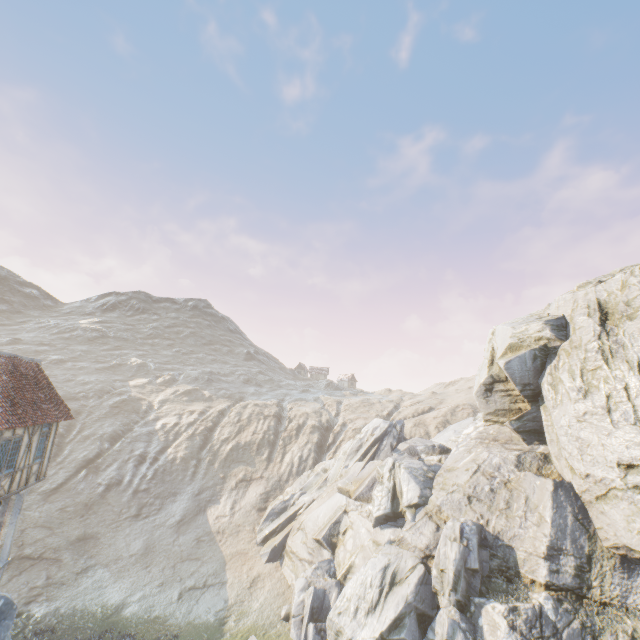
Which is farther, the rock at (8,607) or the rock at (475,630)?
the rock at (475,630)

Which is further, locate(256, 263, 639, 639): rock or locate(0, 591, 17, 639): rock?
locate(256, 263, 639, 639): rock

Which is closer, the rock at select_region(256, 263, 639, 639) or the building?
the building

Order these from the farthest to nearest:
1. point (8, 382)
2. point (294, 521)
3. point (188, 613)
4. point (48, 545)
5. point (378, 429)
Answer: point (378, 429)
point (294, 521)
point (48, 545)
point (188, 613)
point (8, 382)

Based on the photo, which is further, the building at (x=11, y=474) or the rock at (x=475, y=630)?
the rock at (x=475, y=630)

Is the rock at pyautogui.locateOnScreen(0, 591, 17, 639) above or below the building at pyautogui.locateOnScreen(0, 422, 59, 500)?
below
